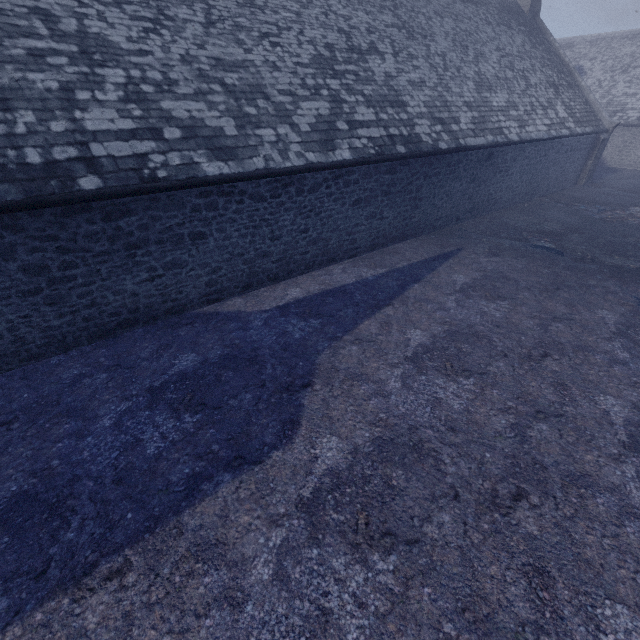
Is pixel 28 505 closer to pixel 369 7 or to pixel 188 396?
pixel 188 396
